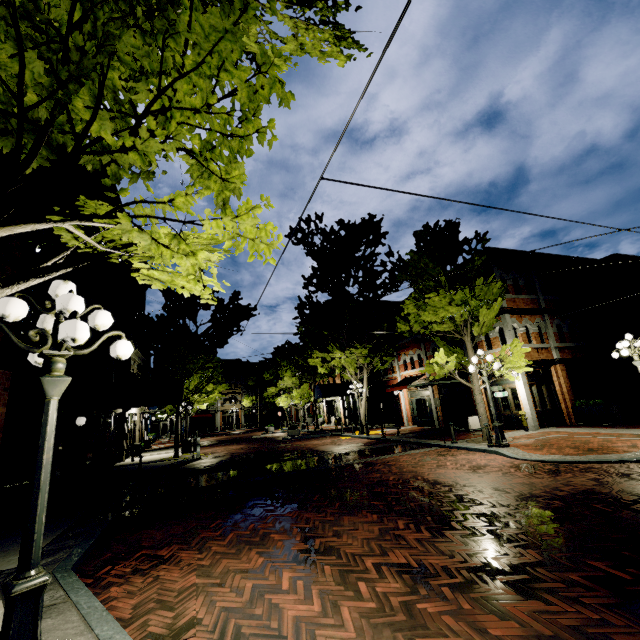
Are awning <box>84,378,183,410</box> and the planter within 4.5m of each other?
no

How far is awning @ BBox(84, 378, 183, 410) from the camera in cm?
1456

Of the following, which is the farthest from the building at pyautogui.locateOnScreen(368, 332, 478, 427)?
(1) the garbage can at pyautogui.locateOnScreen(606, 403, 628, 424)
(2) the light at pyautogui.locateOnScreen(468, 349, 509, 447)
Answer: (2) the light at pyautogui.locateOnScreen(468, 349, 509, 447)

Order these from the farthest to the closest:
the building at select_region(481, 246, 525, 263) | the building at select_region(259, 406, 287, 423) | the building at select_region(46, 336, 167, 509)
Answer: the building at select_region(259, 406, 287, 423)
the building at select_region(481, 246, 525, 263)
the building at select_region(46, 336, 167, 509)

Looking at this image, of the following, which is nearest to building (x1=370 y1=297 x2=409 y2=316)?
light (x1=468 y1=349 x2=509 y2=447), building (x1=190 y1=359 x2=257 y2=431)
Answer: light (x1=468 y1=349 x2=509 y2=447)

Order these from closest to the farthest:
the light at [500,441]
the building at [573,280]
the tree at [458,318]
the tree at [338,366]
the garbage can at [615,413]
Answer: the light at [500,441], the tree at [458,318], the garbage can at [615,413], the building at [573,280], the tree at [338,366]

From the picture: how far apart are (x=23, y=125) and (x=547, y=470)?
11.4m

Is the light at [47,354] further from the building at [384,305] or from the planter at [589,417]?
the planter at [589,417]
